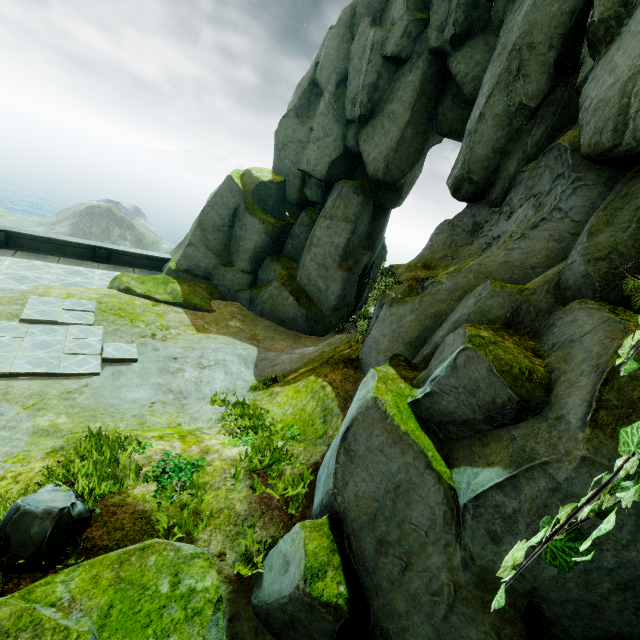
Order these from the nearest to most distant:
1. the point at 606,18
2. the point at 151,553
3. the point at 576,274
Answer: the point at 151,553 → the point at 576,274 → the point at 606,18

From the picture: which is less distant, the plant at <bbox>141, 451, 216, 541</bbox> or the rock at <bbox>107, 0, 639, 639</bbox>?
the rock at <bbox>107, 0, 639, 639</bbox>

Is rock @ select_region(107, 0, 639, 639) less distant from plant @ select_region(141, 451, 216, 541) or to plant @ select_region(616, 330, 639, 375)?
plant @ select_region(616, 330, 639, 375)

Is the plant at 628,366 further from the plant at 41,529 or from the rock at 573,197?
the plant at 41,529

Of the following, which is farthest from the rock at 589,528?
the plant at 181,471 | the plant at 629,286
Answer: the plant at 181,471

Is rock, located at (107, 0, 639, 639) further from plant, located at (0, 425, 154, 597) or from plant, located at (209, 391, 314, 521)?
plant, located at (209, 391, 314, 521)

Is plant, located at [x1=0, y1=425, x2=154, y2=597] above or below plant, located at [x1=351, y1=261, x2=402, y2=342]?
below
